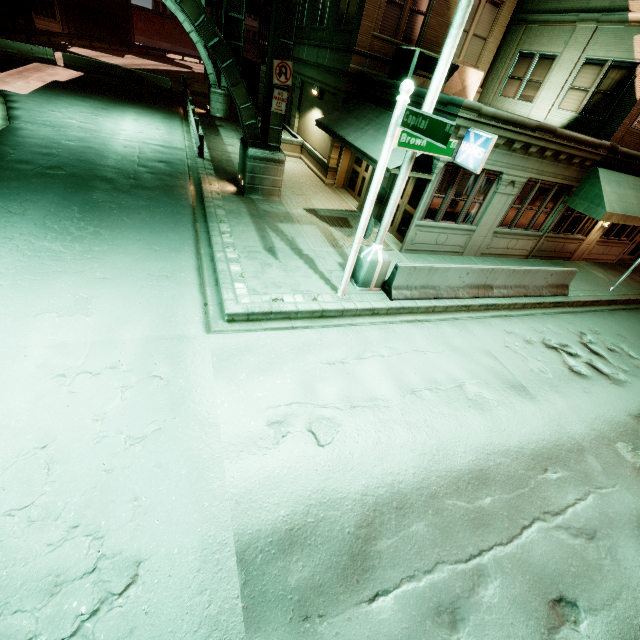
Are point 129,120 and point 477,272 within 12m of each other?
no

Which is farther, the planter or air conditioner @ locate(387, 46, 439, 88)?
the planter

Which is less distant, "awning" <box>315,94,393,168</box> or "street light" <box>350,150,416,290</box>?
"street light" <box>350,150,416,290</box>

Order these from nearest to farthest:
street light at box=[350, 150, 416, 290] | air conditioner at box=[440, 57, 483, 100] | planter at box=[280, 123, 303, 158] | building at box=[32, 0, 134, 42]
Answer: street light at box=[350, 150, 416, 290] → air conditioner at box=[440, 57, 483, 100] → planter at box=[280, 123, 303, 158] → building at box=[32, 0, 134, 42]

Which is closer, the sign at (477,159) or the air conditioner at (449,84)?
the sign at (477,159)

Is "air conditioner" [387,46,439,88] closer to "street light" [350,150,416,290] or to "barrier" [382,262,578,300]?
"street light" [350,150,416,290]

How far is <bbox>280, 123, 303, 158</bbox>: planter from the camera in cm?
1872

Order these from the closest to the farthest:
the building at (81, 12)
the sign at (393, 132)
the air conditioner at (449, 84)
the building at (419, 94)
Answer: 1. the sign at (393, 132)
2. the building at (419, 94)
3. the air conditioner at (449, 84)
4. the building at (81, 12)
